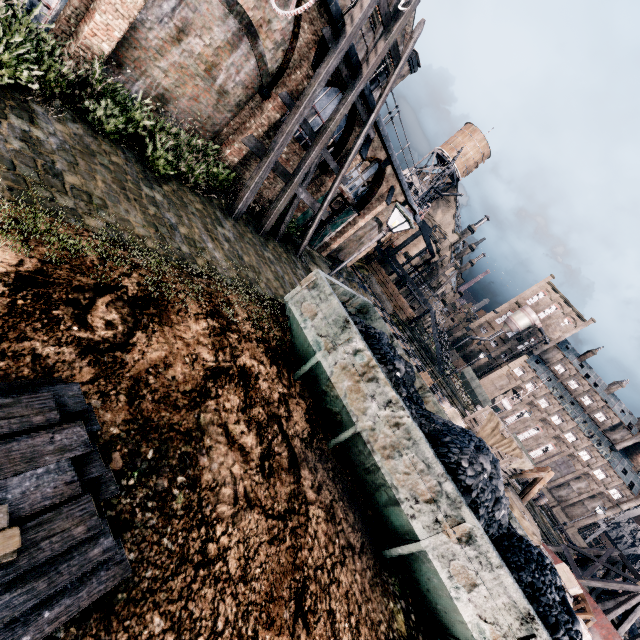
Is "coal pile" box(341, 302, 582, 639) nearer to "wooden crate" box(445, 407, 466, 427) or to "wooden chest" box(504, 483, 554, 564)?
"wooden chest" box(504, 483, 554, 564)

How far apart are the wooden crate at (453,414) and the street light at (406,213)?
13.7 meters

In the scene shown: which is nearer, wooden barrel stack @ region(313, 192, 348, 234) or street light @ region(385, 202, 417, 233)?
street light @ region(385, 202, 417, 233)

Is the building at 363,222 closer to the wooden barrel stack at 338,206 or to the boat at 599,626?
the wooden barrel stack at 338,206

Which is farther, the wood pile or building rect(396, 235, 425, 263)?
building rect(396, 235, 425, 263)

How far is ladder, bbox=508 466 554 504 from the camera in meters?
20.6

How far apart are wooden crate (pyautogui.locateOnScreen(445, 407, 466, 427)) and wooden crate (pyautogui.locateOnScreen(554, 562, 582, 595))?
8.53m

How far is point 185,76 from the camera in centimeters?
1217cm
